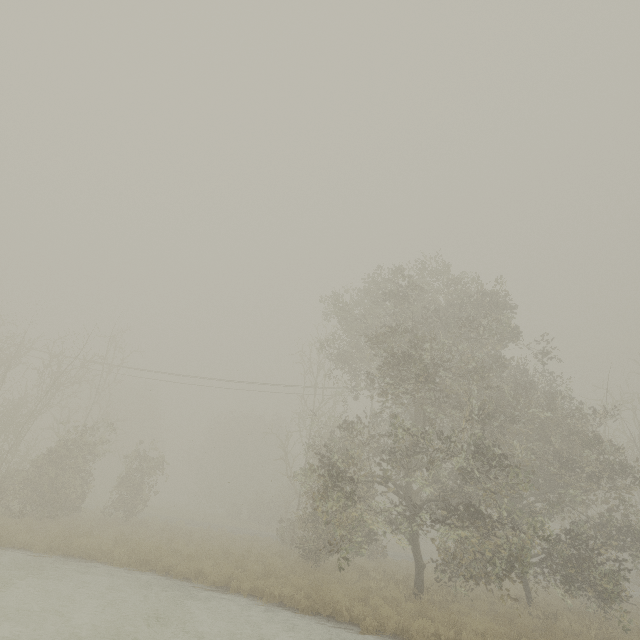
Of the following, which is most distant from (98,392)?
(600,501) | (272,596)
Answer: (600,501)
